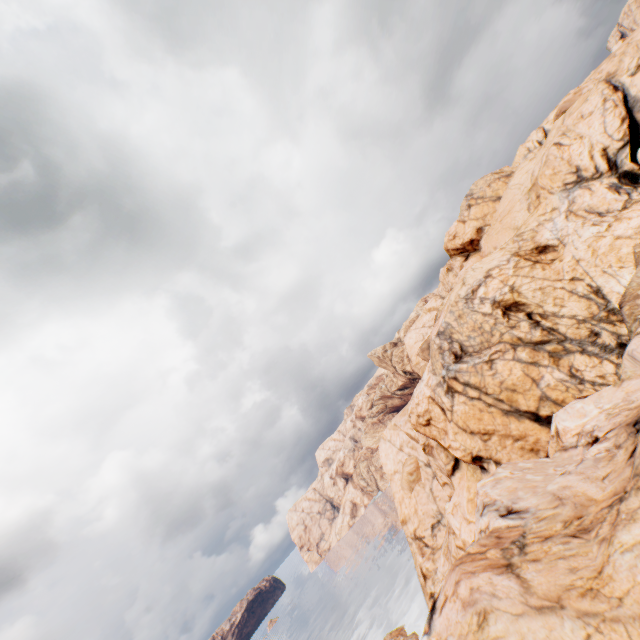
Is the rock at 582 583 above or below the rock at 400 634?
above

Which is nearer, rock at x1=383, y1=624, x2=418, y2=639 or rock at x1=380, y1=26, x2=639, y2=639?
rock at x1=380, y1=26, x2=639, y2=639

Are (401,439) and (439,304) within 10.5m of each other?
no

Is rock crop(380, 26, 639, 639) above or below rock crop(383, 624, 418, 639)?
above

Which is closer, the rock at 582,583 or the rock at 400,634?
the rock at 582,583
